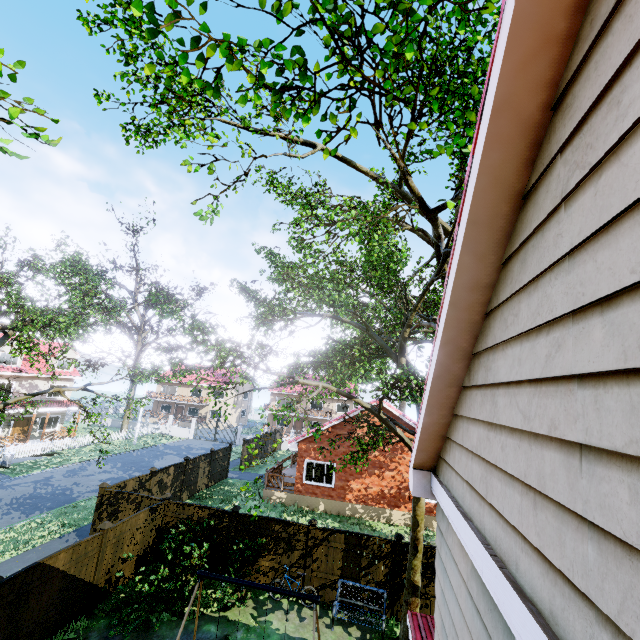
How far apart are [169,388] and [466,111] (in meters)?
57.49

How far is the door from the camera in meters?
27.8

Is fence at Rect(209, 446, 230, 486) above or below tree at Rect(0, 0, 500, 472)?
below

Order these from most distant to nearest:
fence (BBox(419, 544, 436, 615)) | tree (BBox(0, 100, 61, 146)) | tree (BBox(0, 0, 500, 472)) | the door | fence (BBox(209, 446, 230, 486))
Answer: the door → fence (BBox(209, 446, 230, 486)) → fence (BBox(419, 544, 436, 615)) → tree (BBox(0, 0, 500, 472)) → tree (BBox(0, 100, 61, 146))

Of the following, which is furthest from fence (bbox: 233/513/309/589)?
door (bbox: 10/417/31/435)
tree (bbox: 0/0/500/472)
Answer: door (bbox: 10/417/31/435)

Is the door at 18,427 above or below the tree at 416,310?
below

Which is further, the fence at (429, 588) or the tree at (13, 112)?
the fence at (429, 588)
